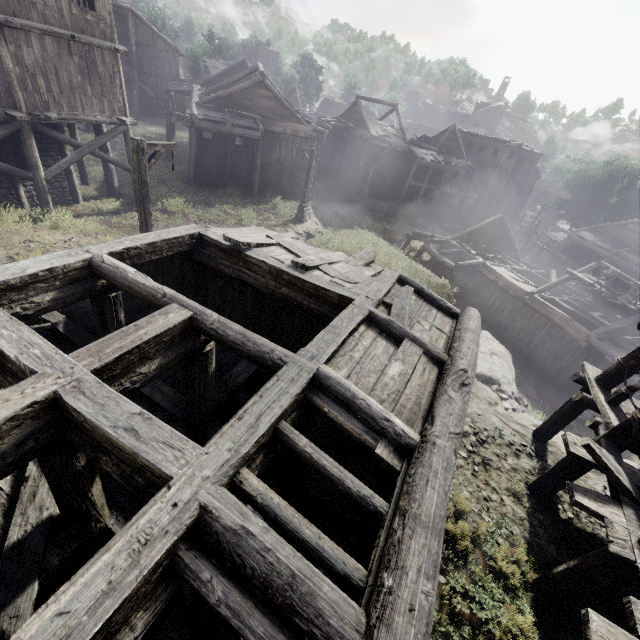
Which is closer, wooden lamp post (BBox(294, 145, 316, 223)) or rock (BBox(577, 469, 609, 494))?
rock (BBox(577, 469, 609, 494))

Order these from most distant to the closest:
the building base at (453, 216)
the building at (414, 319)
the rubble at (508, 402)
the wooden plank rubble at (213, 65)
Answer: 1. the wooden plank rubble at (213, 65)
2. the building base at (453, 216)
3. the rubble at (508, 402)
4. the building at (414, 319)

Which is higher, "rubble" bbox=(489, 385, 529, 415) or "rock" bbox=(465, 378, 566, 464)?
"rock" bbox=(465, 378, 566, 464)

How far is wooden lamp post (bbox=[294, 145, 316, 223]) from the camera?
21.27m

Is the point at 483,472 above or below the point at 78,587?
below

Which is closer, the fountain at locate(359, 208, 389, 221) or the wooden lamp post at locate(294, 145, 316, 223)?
the wooden lamp post at locate(294, 145, 316, 223)

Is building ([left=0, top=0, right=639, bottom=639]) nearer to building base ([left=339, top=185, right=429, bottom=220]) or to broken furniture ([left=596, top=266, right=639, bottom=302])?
building base ([left=339, top=185, right=429, bottom=220])

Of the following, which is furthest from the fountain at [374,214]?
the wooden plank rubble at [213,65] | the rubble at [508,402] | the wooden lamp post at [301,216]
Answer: the wooden plank rubble at [213,65]
